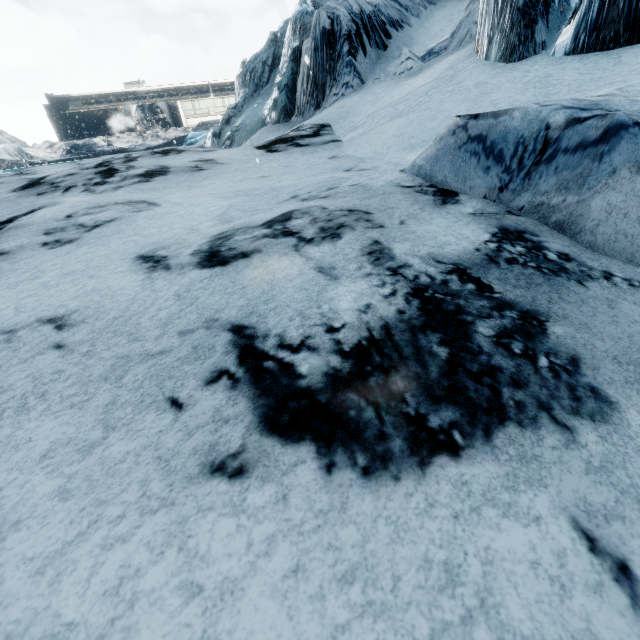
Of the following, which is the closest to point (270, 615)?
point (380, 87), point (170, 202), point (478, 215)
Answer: point (478, 215)
